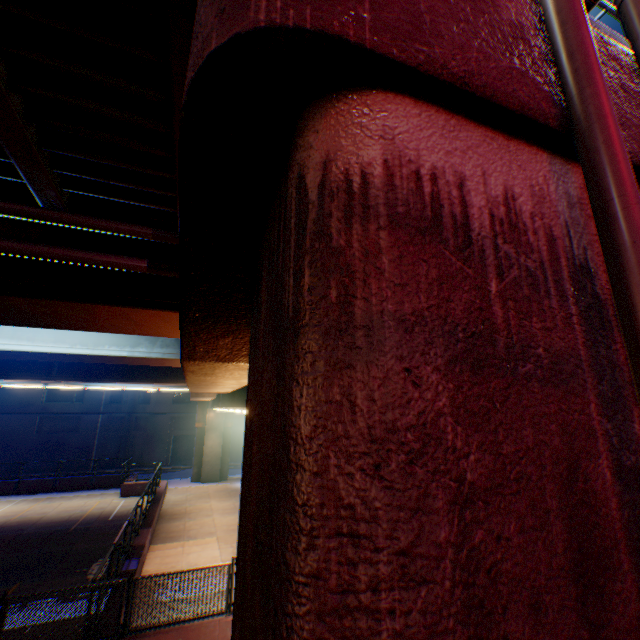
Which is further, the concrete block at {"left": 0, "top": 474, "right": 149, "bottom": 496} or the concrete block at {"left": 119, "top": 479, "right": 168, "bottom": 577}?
the concrete block at {"left": 0, "top": 474, "right": 149, "bottom": 496}

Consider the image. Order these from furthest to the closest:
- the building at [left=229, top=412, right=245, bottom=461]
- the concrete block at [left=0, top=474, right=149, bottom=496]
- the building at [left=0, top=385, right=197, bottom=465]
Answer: Answer:
1. the building at [left=229, top=412, right=245, bottom=461]
2. the building at [left=0, top=385, right=197, bottom=465]
3. the concrete block at [left=0, top=474, right=149, bottom=496]

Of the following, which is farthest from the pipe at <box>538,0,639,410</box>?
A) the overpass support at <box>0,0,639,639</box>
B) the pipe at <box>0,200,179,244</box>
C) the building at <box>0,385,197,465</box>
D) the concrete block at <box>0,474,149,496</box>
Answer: the building at <box>0,385,197,465</box>

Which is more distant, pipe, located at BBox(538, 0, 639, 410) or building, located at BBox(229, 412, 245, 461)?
building, located at BBox(229, 412, 245, 461)

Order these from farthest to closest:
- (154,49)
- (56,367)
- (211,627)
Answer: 1. (56,367)
2. (211,627)
3. (154,49)

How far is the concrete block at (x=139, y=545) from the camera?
10.95m

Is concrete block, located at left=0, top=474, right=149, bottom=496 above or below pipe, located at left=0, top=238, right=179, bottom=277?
below

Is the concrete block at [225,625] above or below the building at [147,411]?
below
